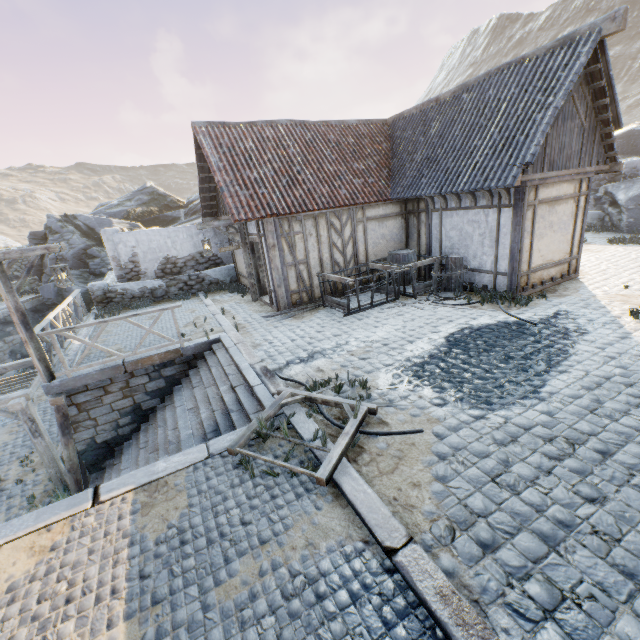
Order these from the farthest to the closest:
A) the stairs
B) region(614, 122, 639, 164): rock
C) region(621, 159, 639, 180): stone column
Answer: region(614, 122, 639, 164): rock → region(621, 159, 639, 180): stone column → the stairs

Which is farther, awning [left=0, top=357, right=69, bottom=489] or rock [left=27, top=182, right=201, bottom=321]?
rock [left=27, top=182, right=201, bottom=321]

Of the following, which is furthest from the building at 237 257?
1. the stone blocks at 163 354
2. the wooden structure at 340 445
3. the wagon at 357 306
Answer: the wooden structure at 340 445

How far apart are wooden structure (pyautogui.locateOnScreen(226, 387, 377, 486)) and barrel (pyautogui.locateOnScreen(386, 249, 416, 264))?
6.7m

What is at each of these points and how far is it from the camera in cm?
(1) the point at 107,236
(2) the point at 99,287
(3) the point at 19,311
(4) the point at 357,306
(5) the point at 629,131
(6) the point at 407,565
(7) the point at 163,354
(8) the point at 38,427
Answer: (1) stone column, 1323
(2) stone column, 1324
(3) wooden structure, 684
(4) wagon, 934
(5) rock, 2250
(6) stone blocks, 278
(7) stone blocks, 831
(8) awning, 779

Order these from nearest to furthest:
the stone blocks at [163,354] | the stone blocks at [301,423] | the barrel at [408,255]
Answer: the stone blocks at [301,423] → the stone blocks at [163,354] → the barrel at [408,255]

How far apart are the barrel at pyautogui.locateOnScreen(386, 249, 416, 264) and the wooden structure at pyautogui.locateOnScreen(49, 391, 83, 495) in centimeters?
971cm

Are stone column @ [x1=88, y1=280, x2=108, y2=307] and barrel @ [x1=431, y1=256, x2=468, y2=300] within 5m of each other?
no
